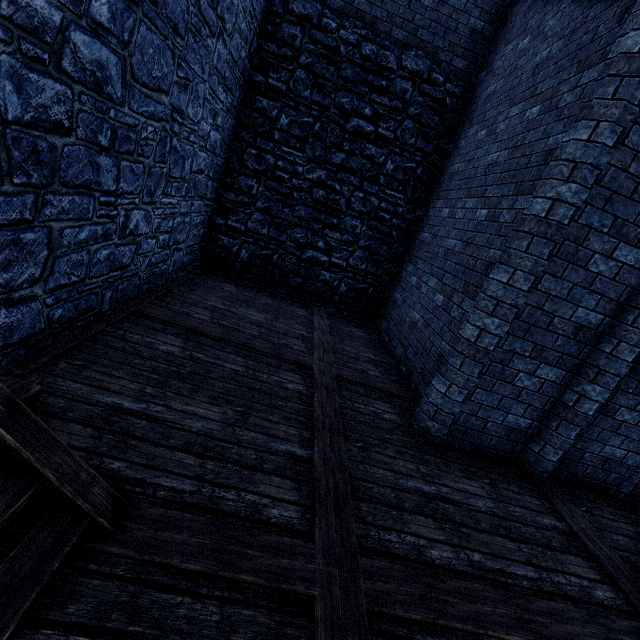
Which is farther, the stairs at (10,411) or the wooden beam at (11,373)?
the wooden beam at (11,373)

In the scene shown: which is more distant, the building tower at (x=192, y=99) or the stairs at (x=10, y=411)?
the building tower at (x=192, y=99)

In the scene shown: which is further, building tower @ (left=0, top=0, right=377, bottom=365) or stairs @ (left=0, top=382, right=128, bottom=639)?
building tower @ (left=0, top=0, right=377, bottom=365)

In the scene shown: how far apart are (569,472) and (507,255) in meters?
3.2

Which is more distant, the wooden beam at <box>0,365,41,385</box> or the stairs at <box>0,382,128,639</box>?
the wooden beam at <box>0,365,41,385</box>
